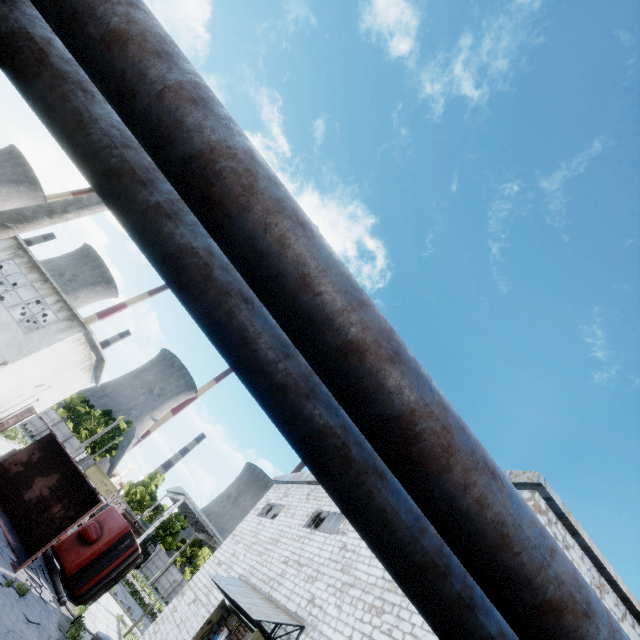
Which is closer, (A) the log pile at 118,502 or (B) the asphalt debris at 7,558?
(B) the asphalt debris at 7,558

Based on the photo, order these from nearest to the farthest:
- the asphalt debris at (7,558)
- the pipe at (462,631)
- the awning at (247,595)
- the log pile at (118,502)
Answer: the pipe at (462,631) → the awning at (247,595) → the asphalt debris at (7,558) → the log pile at (118,502)

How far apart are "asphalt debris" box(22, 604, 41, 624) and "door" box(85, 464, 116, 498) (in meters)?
51.17

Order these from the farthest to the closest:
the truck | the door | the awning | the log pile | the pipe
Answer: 1. the door
2. the log pile
3. the truck
4. the awning
5. the pipe

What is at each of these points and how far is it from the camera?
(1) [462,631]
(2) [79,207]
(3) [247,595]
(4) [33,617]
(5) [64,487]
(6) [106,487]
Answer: (1) pipe, 2.63m
(2) lamp post, 5.64m
(3) awning, 12.25m
(4) asphalt debris, 10.59m
(5) truck dump body, 15.66m
(6) door, 52.34m

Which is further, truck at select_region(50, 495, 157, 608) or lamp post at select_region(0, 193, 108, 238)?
truck at select_region(50, 495, 157, 608)

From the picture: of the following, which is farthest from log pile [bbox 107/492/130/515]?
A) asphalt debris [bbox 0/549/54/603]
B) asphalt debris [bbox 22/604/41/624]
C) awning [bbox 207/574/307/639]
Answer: asphalt debris [bbox 22/604/41/624]

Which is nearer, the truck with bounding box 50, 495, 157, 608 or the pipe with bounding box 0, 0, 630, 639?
the pipe with bounding box 0, 0, 630, 639
